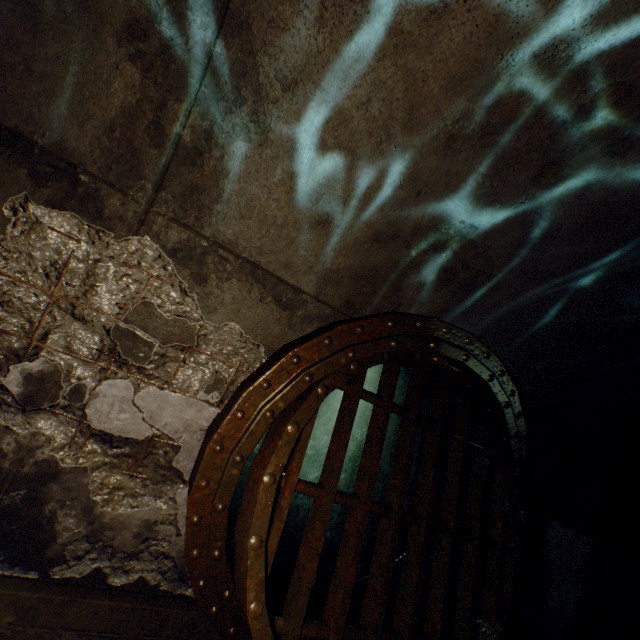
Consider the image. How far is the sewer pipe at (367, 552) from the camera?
3.0m

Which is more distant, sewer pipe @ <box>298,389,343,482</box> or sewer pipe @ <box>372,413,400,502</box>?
sewer pipe @ <box>298,389,343,482</box>

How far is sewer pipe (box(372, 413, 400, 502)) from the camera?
4.3m

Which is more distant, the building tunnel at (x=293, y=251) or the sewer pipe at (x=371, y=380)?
the sewer pipe at (x=371, y=380)

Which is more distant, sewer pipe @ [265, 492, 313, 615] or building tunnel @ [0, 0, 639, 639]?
sewer pipe @ [265, 492, 313, 615]

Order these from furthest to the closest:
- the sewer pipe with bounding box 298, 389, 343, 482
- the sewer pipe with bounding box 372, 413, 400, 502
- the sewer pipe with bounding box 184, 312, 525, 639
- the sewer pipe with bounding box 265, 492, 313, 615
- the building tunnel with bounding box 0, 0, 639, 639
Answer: the sewer pipe with bounding box 298, 389, 343, 482 < the sewer pipe with bounding box 372, 413, 400, 502 < the sewer pipe with bounding box 265, 492, 313, 615 < the sewer pipe with bounding box 184, 312, 525, 639 < the building tunnel with bounding box 0, 0, 639, 639

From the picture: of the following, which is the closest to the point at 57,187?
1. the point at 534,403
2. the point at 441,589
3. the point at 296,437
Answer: the point at 296,437
